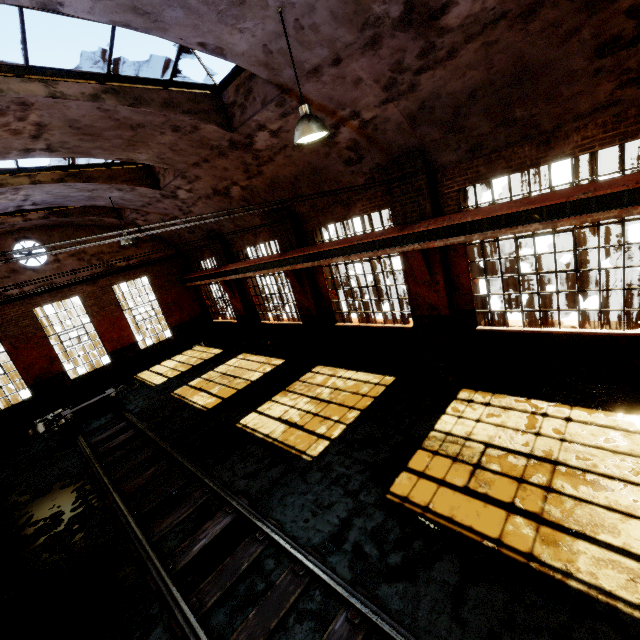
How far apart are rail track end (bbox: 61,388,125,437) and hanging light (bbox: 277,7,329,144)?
10.9m

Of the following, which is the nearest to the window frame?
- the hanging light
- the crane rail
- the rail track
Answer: the hanging light

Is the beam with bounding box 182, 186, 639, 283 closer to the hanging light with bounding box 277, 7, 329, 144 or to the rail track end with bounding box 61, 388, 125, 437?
the hanging light with bounding box 277, 7, 329, 144

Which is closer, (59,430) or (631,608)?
(631,608)

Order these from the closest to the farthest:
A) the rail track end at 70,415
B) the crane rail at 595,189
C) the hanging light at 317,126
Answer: the hanging light at 317,126
the crane rail at 595,189
the rail track end at 70,415

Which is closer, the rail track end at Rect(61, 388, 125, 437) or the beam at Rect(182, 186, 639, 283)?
the beam at Rect(182, 186, 639, 283)

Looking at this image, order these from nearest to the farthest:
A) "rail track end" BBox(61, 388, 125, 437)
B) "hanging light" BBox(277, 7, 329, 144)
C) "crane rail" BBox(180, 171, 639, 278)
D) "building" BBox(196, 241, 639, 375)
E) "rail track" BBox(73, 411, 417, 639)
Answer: "rail track" BBox(73, 411, 417, 639), "hanging light" BBox(277, 7, 329, 144), "crane rail" BBox(180, 171, 639, 278), "building" BBox(196, 241, 639, 375), "rail track end" BBox(61, 388, 125, 437)

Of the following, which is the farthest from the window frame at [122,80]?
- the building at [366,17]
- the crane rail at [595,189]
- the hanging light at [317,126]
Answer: the crane rail at [595,189]
